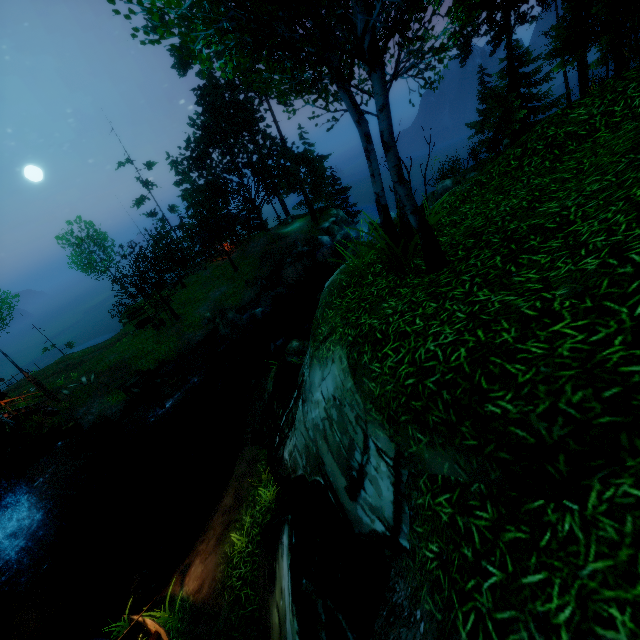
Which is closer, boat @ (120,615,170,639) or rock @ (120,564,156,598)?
boat @ (120,615,170,639)

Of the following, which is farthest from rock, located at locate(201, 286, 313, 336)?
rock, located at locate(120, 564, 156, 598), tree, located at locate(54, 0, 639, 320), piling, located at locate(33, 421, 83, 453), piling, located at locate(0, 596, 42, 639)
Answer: piling, located at locate(0, 596, 42, 639)

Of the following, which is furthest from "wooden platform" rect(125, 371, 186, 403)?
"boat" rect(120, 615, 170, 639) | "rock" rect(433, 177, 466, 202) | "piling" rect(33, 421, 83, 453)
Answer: "rock" rect(433, 177, 466, 202)

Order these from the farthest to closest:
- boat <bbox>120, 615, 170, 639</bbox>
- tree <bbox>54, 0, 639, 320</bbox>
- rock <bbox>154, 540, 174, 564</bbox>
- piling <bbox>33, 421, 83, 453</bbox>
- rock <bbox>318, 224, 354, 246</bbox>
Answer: rock <bbox>318, 224, 354, 246</bbox> → piling <bbox>33, 421, 83, 453</bbox> → rock <bbox>154, 540, 174, 564</bbox> → boat <bbox>120, 615, 170, 639</bbox> → tree <bbox>54, 0, 639, 320</bbox>

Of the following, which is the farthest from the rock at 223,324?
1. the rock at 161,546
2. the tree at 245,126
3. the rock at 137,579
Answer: the rock at 137,579

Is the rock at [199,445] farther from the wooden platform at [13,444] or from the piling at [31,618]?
the piling at [31,618]

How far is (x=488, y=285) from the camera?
4.1m

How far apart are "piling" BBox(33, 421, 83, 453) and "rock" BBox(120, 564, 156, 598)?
12.5m
